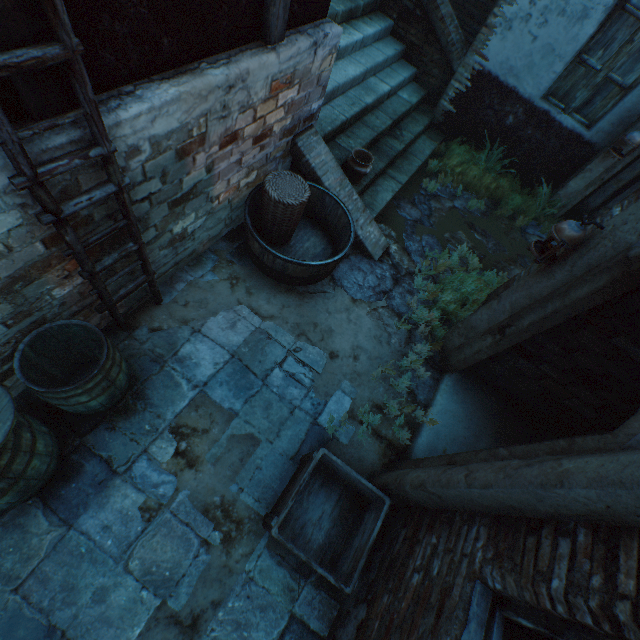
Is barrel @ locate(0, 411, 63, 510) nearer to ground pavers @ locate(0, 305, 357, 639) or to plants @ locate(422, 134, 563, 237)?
ground pavers @ locate(0, 305, 357, 639)

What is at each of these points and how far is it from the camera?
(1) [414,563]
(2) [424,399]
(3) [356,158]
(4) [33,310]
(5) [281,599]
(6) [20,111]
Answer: (1) building, 2.3m
(2) ground stones, 3.9m
(3) ceramic pot, 4.7m
(4) building, 2.4m
(5) ground pavers, 2.7m
(6) building, 1.7m

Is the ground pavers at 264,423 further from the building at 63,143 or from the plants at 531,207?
the plants at 531,207

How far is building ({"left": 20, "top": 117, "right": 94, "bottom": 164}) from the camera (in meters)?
1.73

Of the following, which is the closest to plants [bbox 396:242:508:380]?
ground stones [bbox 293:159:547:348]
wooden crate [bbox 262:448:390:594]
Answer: ground stones [bbox 293:159:547:348]

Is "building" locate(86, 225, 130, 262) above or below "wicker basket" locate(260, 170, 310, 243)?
above

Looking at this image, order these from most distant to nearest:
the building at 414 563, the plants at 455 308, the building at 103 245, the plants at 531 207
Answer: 1. the plants at 531 207
2. the plants at 455 308
3. the building at 103 245
4. the building at 414 563

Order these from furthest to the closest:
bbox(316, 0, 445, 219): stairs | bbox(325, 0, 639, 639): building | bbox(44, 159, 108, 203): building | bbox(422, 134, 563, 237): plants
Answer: bbox(422, 134, 563, 237): plants < bbox(316, 0, 445, 219): stairs < bbox(44, 159, 108, 203): building < bbox(325, 0, 639, 639): building
